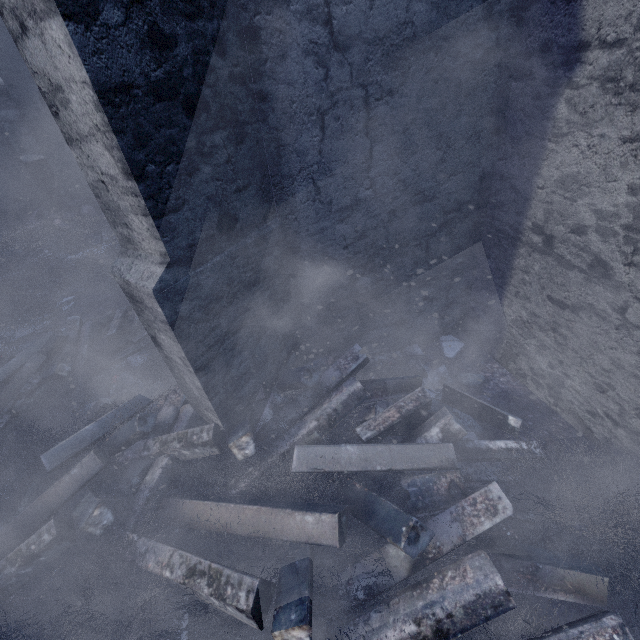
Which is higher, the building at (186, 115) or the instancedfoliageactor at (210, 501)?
the building at (186, 115)

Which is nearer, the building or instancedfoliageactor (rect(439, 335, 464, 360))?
the building

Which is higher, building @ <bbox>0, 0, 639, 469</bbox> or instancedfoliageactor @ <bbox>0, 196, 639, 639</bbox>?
building @ <bbox>0, 0, 639, 469</bbox>

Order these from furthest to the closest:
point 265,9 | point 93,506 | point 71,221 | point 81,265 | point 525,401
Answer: point 71,221
point 81,265
point 525,401
point 93,506
point 265,9

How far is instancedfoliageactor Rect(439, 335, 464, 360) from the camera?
4.4 meters

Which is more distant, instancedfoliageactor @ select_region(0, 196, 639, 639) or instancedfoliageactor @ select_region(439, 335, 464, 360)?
instancedfoliageactor @ select_region(439, 335, 464, 360)
